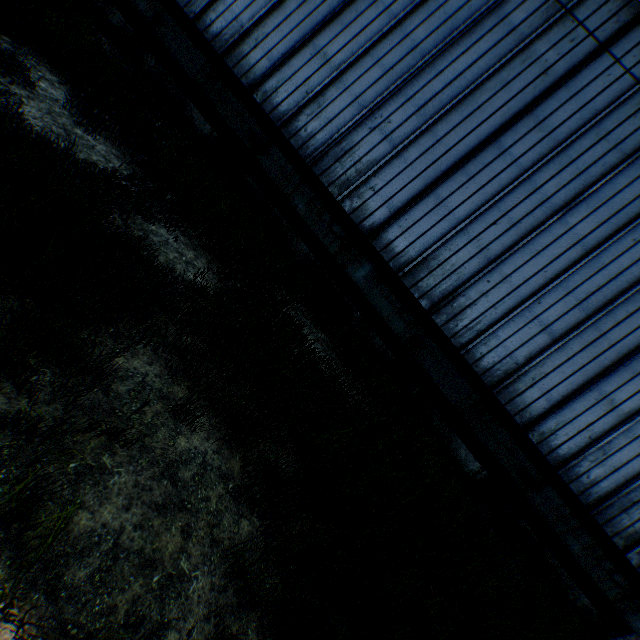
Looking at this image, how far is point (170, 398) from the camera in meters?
3.3 m

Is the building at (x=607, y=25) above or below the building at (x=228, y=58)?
above

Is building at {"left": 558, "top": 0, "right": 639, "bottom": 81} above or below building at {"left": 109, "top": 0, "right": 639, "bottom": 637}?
above
